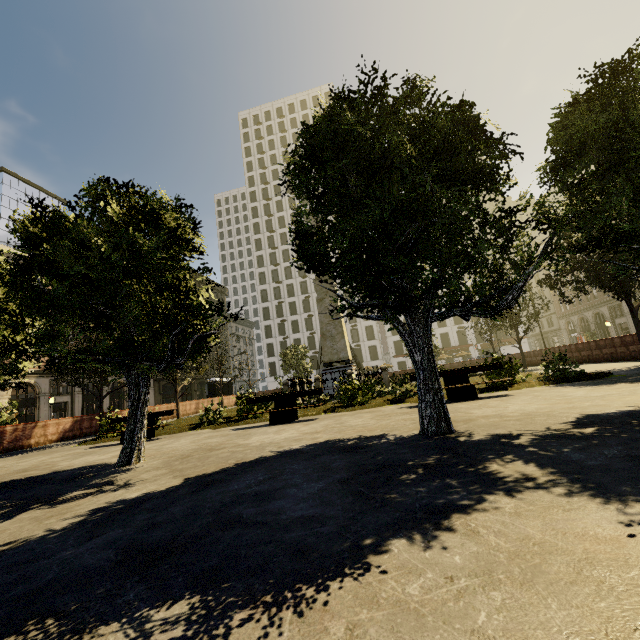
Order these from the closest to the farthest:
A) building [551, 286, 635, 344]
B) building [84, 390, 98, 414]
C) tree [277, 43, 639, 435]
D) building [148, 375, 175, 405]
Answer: tree [277, 43, 639, 435], building [84, 390, 98, 414], building [551, 286, 635, 344], building [148, 375, 175, 405]

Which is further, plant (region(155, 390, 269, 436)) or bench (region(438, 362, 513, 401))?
plant (region(155, 390, 269, 436))

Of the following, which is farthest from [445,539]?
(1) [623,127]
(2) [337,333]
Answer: (2) [337,333]

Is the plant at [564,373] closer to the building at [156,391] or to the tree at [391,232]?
the tree at [391,232]

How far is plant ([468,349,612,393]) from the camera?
9.8m

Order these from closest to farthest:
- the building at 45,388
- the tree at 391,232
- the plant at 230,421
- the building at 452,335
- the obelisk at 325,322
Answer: the tree at 391,232
the plant at 230,421
the obelisk at 325,322
the building at 45,388
the building at 452,335

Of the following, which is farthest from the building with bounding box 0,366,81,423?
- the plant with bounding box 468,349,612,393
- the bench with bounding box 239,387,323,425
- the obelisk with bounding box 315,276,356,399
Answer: the obelisk with bounding box 315,276,356,399
